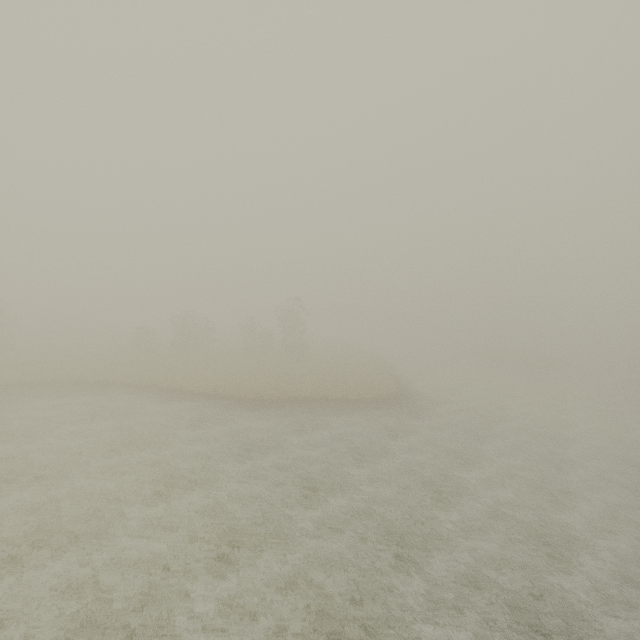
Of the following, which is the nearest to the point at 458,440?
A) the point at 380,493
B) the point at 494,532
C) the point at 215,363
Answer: the point at 494,532
